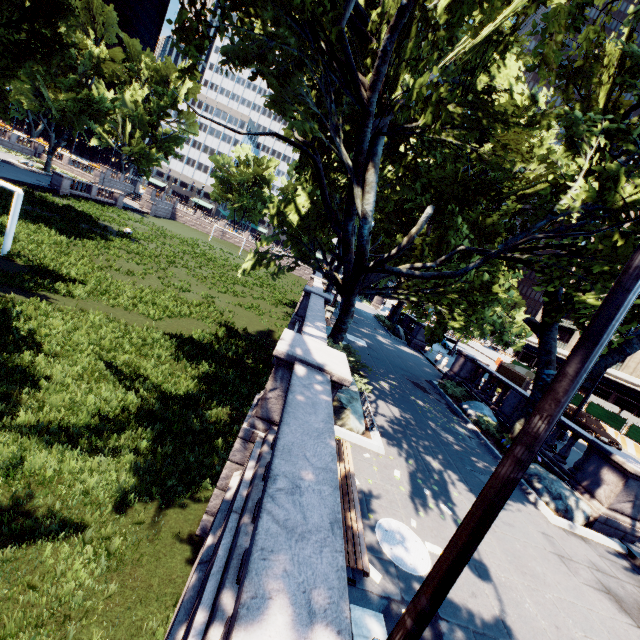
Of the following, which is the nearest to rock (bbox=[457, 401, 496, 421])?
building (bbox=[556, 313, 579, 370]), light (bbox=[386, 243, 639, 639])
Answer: light (bbox=[386, 243, 639, 639])

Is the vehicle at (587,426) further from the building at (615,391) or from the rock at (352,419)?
the rock at (352,419)

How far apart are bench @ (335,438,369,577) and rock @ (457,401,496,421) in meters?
9.5

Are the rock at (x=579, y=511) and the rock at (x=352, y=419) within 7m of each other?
yes

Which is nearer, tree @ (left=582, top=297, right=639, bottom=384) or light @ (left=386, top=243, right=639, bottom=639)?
light @ (left=386, top=243, right=639, bottom=639)

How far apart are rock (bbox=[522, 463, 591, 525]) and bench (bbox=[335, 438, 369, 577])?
6.9 meters

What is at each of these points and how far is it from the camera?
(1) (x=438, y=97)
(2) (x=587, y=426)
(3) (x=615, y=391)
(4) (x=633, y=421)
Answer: (1) tree, 11.9 meters
(2) vehicle, 22.6 meters
(3) building, 43.0 meters
(4) fence, 33.2 meters

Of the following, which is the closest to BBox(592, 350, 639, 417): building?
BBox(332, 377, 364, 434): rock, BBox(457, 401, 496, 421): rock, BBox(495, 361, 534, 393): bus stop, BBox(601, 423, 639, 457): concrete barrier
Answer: BBox(601, 423, 639, 457): concrete barrier
